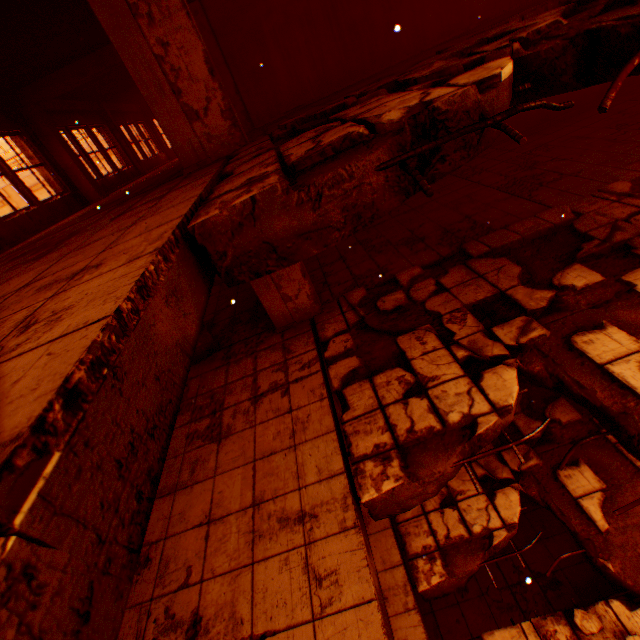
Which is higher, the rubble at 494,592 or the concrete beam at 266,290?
the concrete beam at 266,290

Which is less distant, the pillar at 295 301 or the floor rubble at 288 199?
the floor rubble at 288 199

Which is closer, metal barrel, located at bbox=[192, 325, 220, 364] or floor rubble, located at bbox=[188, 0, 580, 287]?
floor rubble, located at bbox=[188, 0, 580, 287]

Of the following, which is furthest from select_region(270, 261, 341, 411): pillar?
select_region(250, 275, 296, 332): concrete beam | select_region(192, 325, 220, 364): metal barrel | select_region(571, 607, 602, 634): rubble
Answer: select_region(571, 607, 602, 634): rubble

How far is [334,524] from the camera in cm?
313

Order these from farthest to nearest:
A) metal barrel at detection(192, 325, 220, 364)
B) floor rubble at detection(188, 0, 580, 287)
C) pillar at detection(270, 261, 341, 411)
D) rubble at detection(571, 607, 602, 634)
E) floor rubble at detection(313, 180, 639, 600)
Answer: metal barrel at detection(192, 325, 220, 364)
pillar at detection(270, 261, 341, 411)
rubble at detection(571, 607, 602, 634)
floor rubble at detection(313, 180, 639, 600)
floor rubble at detection(188, 0, 580, 287)

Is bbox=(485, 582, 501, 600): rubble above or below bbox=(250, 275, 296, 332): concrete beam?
below

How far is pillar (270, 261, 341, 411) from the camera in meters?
5.5 m
